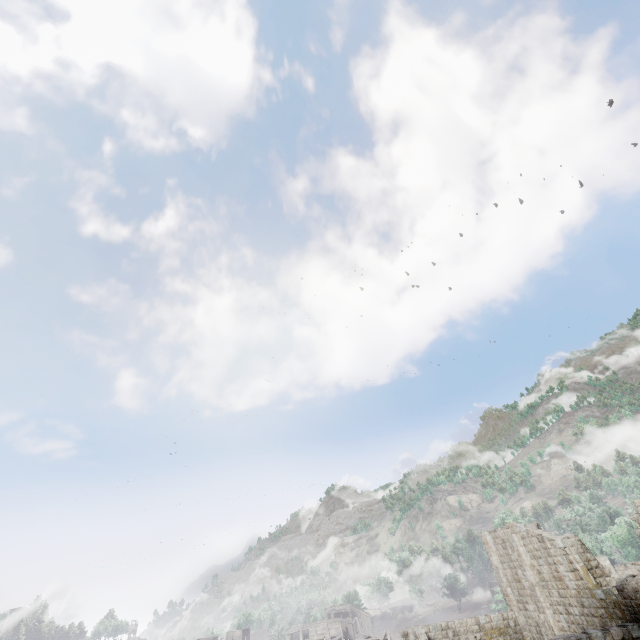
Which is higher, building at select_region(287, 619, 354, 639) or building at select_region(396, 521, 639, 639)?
building at select_region(396, 521, 639, 639)

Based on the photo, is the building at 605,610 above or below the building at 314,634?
above

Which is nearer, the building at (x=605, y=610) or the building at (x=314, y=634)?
the building at (x=605, y=610)

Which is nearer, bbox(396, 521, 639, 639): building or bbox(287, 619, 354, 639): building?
bbox(396, 521, 639, 639): building

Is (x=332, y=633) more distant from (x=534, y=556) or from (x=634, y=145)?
(x=634, y=145)
